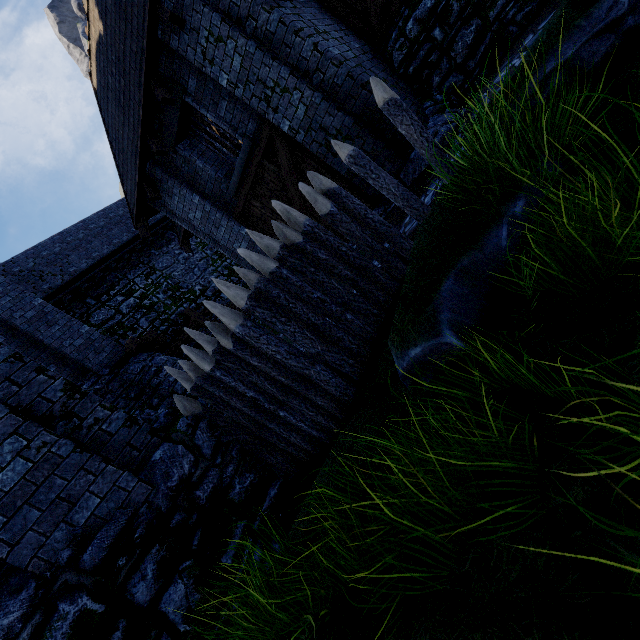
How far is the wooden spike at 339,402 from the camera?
3.72m

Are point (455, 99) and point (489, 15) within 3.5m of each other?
yes

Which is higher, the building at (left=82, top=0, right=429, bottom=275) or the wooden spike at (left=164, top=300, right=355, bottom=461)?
the building at (left=82, top=0, right=429, bottom=275)

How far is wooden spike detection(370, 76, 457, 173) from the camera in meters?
4.1 m

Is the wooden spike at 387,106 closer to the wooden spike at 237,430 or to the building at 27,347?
the wooden spike at 237,430

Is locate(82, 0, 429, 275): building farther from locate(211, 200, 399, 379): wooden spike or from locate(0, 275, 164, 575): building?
locate(0, 275, 164, 575): building

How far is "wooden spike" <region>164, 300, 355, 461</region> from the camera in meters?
3.7 m
